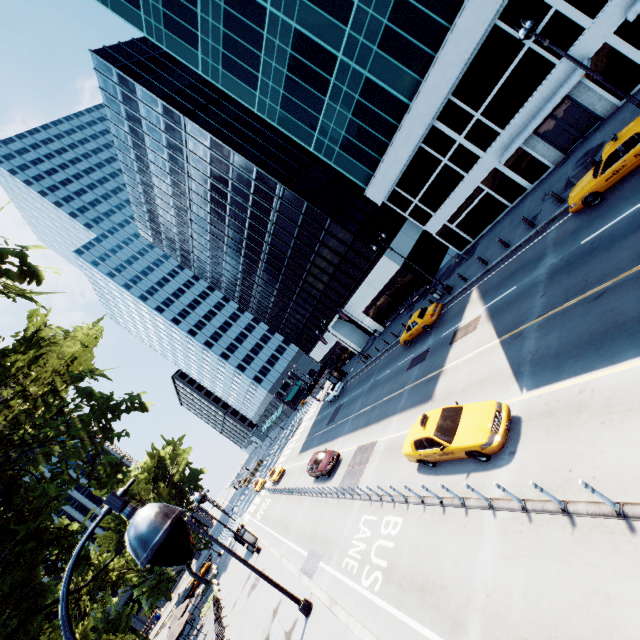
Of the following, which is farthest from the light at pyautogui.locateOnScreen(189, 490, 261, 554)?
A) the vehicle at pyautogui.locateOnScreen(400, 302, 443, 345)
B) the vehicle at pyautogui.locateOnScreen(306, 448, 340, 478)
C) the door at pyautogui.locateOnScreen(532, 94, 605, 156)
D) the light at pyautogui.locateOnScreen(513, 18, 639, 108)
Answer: the door at pyautogui.locateOnScreen(532, 94, 605, 156)

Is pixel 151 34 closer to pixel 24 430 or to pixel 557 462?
pixel 24 430

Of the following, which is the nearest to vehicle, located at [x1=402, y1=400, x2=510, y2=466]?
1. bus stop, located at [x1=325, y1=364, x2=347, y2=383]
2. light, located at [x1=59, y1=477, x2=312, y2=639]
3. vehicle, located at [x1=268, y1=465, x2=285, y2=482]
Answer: light, located at [x1=59, y1=477, x2=312, y2=639]

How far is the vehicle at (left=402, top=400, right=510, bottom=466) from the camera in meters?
10.1

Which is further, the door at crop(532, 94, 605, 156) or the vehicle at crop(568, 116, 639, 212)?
the door at crop(532, 94, 605, 156)

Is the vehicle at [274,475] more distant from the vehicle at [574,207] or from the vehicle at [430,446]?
the vehicle at [574,207]

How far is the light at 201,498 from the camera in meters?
14.8 m

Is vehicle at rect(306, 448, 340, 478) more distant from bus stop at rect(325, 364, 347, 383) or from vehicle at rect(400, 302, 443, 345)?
vehicle at rect(400, 302, 443, 345)
